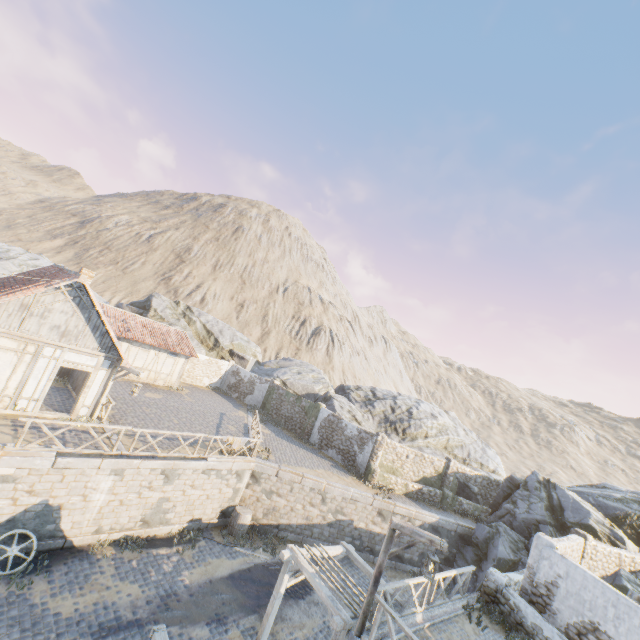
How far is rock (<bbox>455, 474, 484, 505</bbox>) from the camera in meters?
23.7 m

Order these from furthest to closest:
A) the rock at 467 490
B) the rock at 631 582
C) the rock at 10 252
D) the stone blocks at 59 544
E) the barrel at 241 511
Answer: the rock at 10 252, the rock at 467 490, the barrel at 241 511, the rock at 631 582, the stone blocks at 59 544

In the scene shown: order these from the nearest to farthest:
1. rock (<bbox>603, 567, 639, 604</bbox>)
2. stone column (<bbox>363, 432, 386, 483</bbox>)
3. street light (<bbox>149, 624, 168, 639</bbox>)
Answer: street light (<bbox>149, 624, 168, 639</bbox>) < rock (<bbox>603, 567, 639, 604</bbox>) < stone column (<bbox>363, 432, 386, 483</bbox>)

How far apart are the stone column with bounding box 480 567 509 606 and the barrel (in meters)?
10.45

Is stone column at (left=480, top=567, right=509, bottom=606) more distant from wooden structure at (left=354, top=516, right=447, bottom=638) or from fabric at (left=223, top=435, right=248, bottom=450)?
fabric at (left=223, top=435, right=248, bottom=450)

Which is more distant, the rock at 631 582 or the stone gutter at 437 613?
the rock at 631 582

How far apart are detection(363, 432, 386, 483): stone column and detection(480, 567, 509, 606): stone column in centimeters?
894cm

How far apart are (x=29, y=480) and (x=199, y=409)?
12.92m
